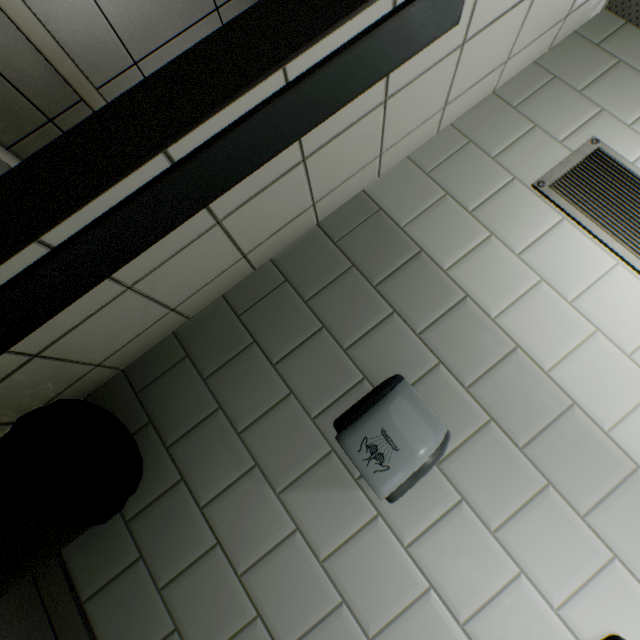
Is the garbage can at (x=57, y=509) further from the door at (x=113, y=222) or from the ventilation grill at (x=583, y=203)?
the ventilation grill at (x=583, y=203)

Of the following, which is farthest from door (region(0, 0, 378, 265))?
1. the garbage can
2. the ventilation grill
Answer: the ventilation grill

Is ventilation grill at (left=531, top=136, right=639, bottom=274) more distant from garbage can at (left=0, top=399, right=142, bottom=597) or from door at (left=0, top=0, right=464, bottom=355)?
garbage can at (left=0, top=399, right=142, bottom=597)

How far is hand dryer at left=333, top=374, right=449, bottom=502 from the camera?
0.9m

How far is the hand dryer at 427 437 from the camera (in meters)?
0.90

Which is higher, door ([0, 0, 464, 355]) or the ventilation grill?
the ventilation grill

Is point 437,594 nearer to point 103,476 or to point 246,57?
point 103,476

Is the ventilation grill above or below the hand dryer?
above
